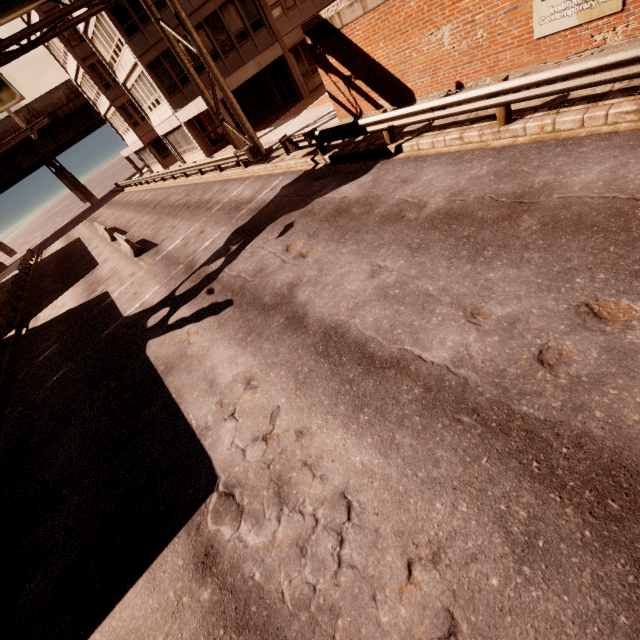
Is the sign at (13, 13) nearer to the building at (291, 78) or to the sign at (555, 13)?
the building at (291, 78)

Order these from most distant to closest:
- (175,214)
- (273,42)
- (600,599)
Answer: (273,42) < (175,214) < (600,599)

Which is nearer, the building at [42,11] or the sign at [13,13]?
the sign at [13,13]

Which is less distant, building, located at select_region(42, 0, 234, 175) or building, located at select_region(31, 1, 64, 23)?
building, located at select_region(42, 0, 234, 175)

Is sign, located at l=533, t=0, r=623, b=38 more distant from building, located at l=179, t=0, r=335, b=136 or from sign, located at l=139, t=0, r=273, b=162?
building, located at l=179, t=0, r=335, b=136

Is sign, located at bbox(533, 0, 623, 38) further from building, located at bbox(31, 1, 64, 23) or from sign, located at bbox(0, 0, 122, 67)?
building, located at bbox(31, 1, 64, 23)

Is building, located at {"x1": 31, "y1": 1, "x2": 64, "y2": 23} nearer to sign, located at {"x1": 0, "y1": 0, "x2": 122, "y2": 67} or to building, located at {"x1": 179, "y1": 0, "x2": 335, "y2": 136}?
building, located at {"x1": 179, "y1": 0, "x2": 335, "y2": 136}
